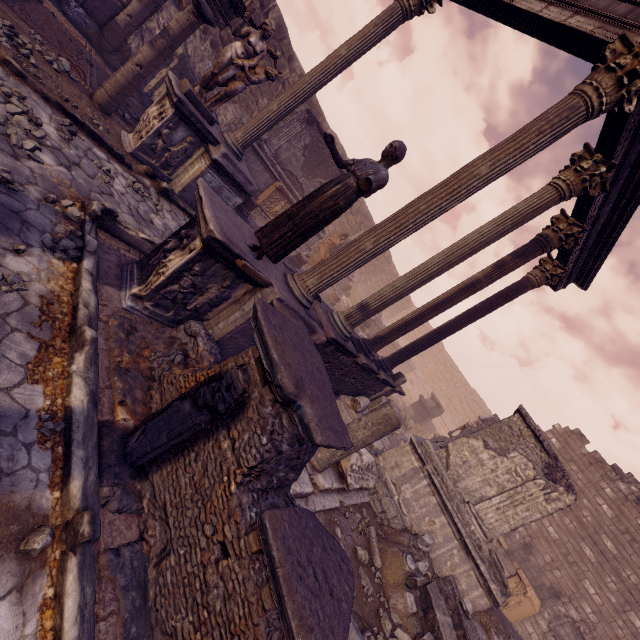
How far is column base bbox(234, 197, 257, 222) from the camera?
10.0m

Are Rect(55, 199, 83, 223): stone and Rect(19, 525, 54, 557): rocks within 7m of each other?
yes

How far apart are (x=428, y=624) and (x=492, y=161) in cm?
750

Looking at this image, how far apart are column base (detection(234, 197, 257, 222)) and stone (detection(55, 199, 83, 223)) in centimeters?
583cm

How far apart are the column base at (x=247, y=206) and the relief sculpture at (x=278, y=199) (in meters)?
2.18

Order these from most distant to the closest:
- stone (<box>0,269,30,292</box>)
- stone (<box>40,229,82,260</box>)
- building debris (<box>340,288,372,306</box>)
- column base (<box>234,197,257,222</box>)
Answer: building debris (<box>340,288,372,306</box>), column base (<box>234,197,257,222</box>), stone (<box>40,229,82,260</box>), stone (<box>0,269,30,292</box>)

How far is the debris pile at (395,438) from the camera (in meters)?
11.36

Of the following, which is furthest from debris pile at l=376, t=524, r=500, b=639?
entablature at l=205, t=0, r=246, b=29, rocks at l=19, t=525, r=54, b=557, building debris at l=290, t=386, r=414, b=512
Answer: entablature at l=205, t=0, r=246, b=29
